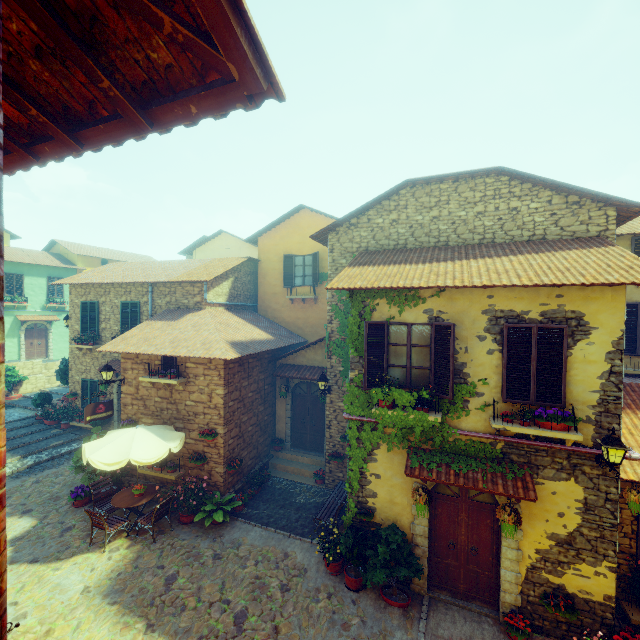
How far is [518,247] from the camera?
8.6 meters

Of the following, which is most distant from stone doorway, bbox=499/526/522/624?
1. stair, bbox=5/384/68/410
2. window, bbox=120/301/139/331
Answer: stair, bbox=5/384/68/410

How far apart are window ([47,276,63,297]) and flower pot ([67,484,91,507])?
20.8m

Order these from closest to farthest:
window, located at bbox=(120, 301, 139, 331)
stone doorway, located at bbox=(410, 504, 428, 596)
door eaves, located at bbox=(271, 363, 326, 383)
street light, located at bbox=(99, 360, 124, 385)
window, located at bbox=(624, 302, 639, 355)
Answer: stone doorway, located at bbox=(410, 504, 428, 596) → window, located at bbox=(624, 302, 639, 355) → street light, located at bbox=(99, 360, 124, 385) → door eaves, located at bbox=(271, 363, 326, 383) → window, located at bbox=(120, 301, 139, 331)

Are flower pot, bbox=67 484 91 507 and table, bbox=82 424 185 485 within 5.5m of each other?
yes

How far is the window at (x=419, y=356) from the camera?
7.1m

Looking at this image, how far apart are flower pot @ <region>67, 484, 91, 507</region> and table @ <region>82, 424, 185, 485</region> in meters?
2.0

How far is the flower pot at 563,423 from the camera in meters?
6.2 m
